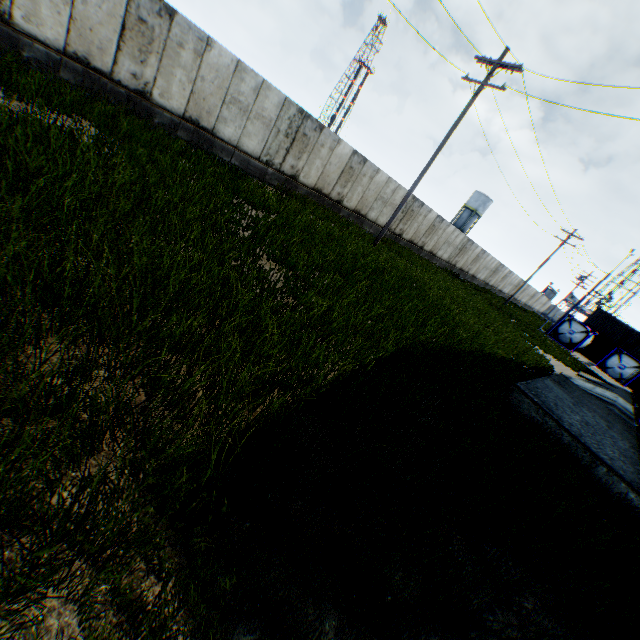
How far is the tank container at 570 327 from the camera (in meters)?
33.88

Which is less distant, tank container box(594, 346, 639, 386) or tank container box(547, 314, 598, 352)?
tank container box(594, 346, 639, 386)

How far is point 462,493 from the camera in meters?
4.1

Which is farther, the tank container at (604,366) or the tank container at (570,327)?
the tank container at (570,327)

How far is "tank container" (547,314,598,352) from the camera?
33.9m
